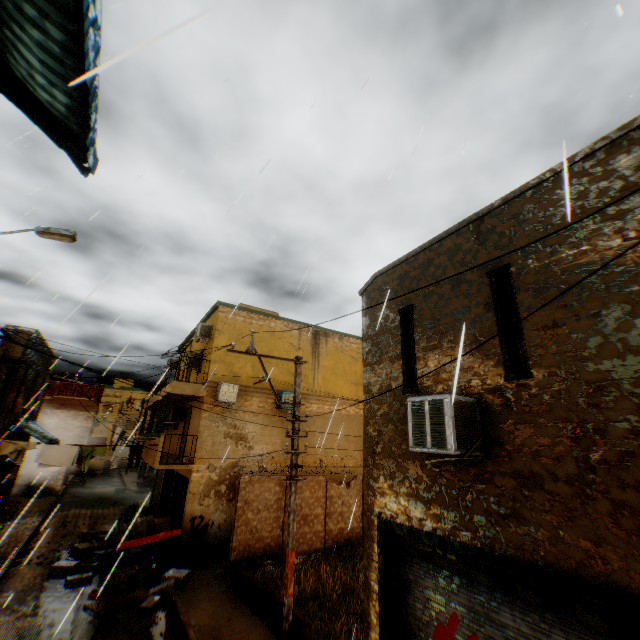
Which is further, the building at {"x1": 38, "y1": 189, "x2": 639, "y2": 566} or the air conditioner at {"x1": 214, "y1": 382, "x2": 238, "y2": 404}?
the air conditioner at {"x1": 214, "y1": 382, "x2": 238, "y2": 404}

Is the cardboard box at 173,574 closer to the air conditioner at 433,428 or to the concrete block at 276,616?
the concrete block at 276,616

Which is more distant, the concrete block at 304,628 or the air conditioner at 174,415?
the air conditioner at 174,415

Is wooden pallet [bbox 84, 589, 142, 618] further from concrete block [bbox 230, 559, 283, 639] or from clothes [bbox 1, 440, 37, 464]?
clothes [bbox 1, 440, 37, 464]

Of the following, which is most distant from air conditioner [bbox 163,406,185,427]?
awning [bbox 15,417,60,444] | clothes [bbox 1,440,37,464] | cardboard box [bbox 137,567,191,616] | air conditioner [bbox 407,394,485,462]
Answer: air conditioner [bbox 407,394,485,462]

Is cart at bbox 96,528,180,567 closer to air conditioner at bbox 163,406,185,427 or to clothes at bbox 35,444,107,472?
clothes at bbox 35,444,107,472

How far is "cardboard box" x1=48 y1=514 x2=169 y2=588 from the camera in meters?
10.9 m

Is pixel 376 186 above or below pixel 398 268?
above
